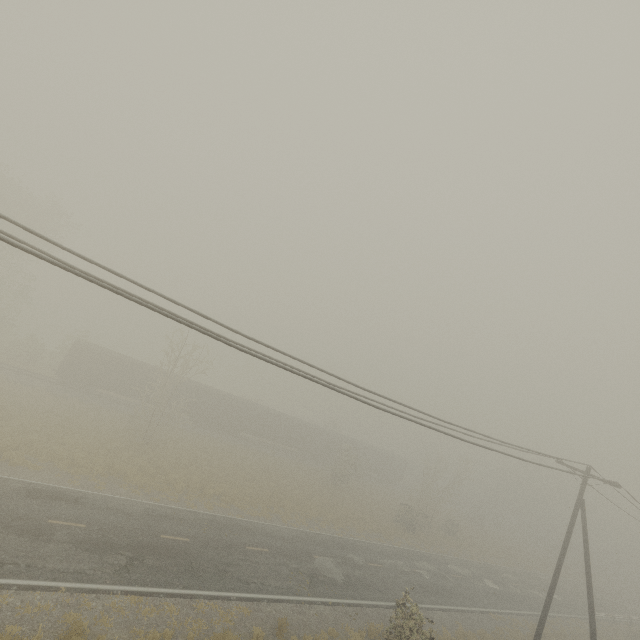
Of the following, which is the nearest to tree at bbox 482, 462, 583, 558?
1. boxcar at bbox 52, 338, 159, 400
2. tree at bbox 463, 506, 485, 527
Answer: tree at bbox 463, 506, 485, 527

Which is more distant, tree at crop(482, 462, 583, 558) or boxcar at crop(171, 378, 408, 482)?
tree at crop(482, 462, 583, 558)

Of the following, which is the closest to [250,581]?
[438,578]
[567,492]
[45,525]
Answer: [45,525]

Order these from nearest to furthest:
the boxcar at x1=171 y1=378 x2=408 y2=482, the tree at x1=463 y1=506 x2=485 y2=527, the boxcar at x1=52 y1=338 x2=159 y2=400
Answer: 1. the boxcar at x1=52 y1=338 x2=159 y2=400
2. the boxcar at x1=171 y1=378 x2=408 y2=482
3. the tree at x1=463 y1=506 x2=485 y2=527

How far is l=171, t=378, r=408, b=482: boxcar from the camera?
39.8 meters

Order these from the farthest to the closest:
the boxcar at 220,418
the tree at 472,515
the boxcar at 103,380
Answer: the tree at 472,515, the boxcar at 220,418, the boxcar at 103,380

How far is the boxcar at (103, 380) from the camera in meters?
33.3

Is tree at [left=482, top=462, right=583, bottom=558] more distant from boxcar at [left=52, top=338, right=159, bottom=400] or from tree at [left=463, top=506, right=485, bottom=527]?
boxcar at [left=52, top=338, right=159, bottom=400]
